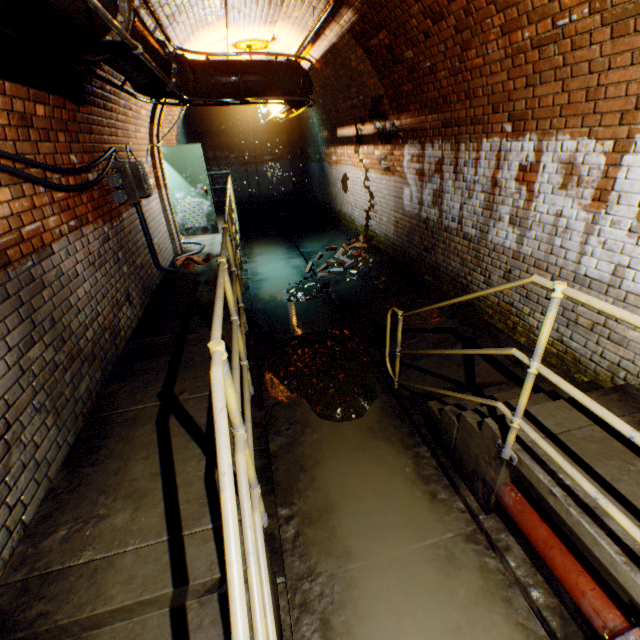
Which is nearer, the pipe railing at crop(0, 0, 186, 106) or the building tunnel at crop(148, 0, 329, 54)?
the pipe railing at crop(0, 0, 186, 106)

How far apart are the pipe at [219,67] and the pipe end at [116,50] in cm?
199

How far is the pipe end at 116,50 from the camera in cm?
185

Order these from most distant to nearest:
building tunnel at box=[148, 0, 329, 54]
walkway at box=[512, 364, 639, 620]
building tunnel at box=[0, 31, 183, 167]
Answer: building tunnel at box=[148, 0, 329, 54] → building tunnel at box=[0, 31, 183, 167] → walkway at box=[512, 364, 639, 620]

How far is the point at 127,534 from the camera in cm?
192

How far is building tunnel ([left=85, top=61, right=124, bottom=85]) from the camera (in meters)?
3.28

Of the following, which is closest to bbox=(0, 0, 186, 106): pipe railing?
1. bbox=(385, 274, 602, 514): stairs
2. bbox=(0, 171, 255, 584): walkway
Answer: bbox=(0, 171, 255, 584): walkway

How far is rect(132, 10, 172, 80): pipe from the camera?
2.3m
